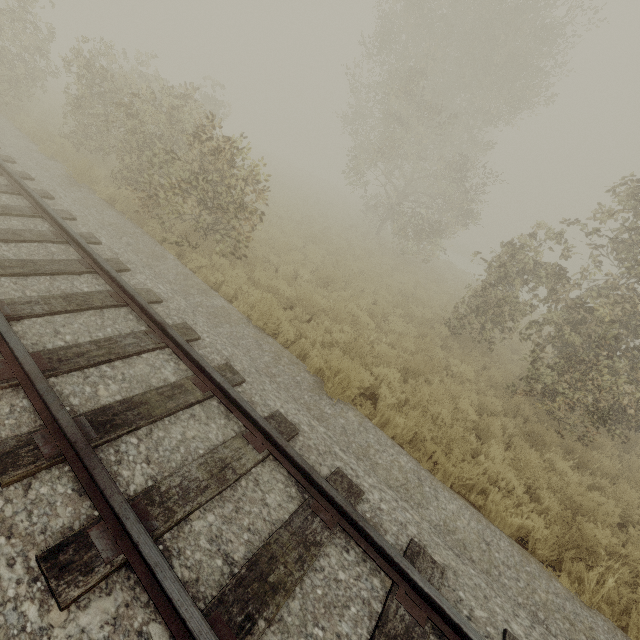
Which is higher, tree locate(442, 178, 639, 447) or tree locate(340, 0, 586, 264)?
tree locate(340, 0, 586, 264)

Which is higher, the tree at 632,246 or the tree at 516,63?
the tree at 516,63

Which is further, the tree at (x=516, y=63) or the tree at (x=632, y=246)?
the tree at (x=516, y=63)

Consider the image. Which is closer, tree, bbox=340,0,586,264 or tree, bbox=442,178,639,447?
tree, bbox=442,178,639,447

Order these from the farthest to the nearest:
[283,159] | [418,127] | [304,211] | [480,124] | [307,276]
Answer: [283,159], [304,211], [480,124], [418,127], [307,276]
